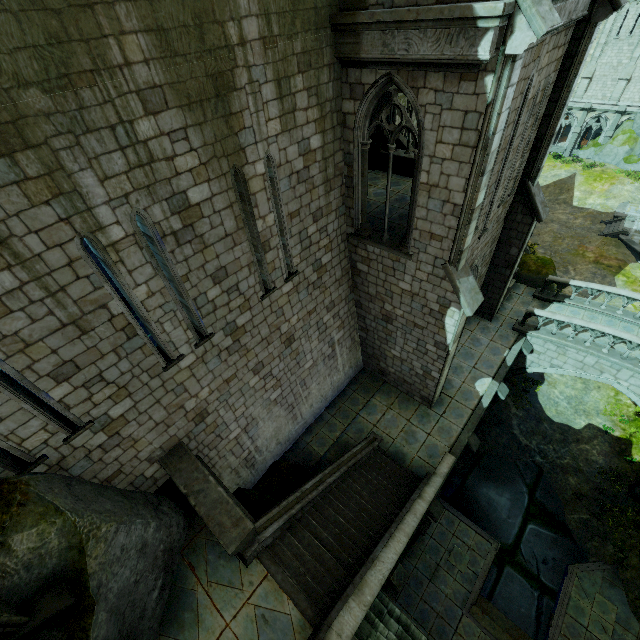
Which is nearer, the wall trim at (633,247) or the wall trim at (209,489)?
the wall trim at (209,489)

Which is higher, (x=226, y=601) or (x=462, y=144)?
(x=462, y=144)

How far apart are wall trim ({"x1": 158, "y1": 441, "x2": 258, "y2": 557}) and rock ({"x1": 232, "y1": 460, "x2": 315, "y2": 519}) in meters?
1.5 m

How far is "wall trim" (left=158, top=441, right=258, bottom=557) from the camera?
7.3 meters

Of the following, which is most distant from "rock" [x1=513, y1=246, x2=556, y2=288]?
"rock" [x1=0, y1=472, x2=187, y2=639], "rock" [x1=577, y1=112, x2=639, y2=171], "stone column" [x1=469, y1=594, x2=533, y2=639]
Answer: "rock" [x1=577, y1=112, x2=639, y2=171]

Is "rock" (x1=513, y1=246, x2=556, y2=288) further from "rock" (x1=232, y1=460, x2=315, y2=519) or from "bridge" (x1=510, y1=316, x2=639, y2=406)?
"rock" (x1=232, y1=460, x2=315, y2=519)

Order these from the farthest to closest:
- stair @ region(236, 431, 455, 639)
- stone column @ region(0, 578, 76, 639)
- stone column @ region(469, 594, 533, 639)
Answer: stone column @ region(469, 594, 533, 639) → stair @ region(236, 431, 455, 639) → stone column @ region(0, 578, 76, 639)

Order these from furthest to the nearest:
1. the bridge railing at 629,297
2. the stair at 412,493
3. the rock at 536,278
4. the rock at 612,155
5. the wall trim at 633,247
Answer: the rock at 612,155 < the wall trim at 633,247 < the rock at 536,278 < the bridge railing at 629,297 < the stair at 412,493
